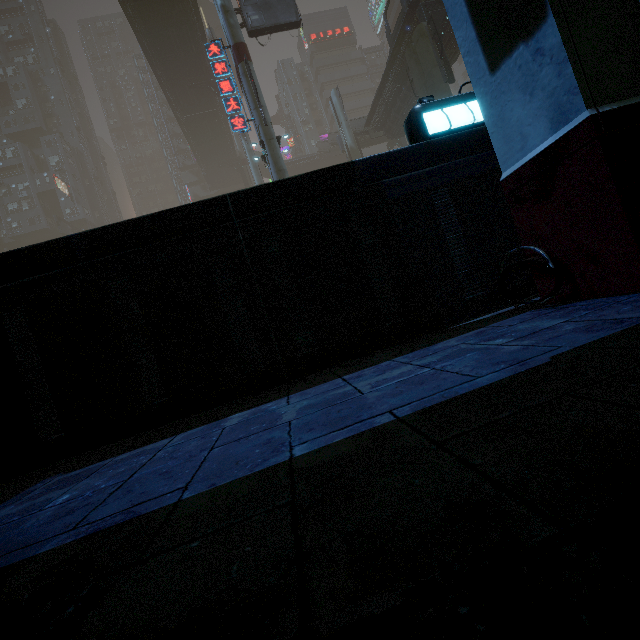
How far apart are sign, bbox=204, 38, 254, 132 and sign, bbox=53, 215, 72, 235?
47.5m

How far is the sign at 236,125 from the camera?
17.2m

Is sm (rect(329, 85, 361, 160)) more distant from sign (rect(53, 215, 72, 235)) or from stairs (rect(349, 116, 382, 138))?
sign (rect(53, 215, 72, 235))

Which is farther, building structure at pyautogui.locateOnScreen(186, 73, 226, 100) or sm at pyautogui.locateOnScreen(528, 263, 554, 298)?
building structure at pyautogui.locateOnScreen(186, 73, 226, 100)

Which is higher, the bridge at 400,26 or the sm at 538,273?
the bridge at 400,26

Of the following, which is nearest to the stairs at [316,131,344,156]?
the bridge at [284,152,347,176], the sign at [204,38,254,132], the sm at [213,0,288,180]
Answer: the bridge at [284,152,347,176]

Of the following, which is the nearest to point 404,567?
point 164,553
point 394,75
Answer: point 164,553

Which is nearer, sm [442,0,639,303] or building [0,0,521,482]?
sm [442,0,639,303]
